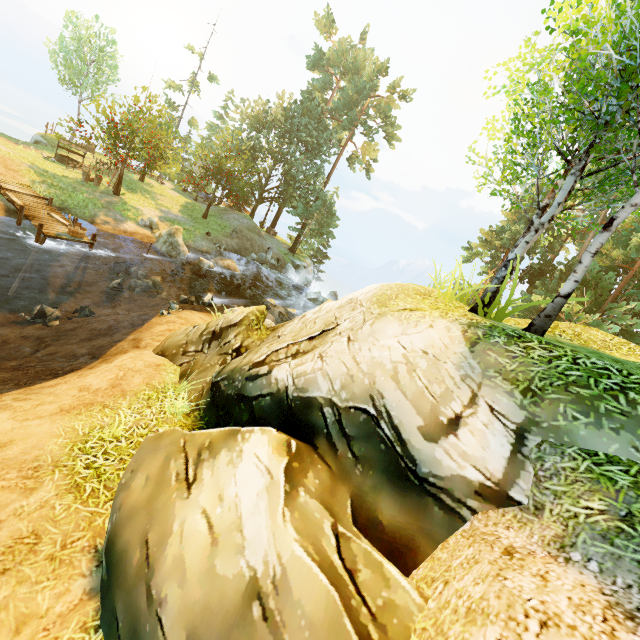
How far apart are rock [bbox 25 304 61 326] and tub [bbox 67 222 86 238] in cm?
324

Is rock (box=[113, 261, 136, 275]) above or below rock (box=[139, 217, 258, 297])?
below

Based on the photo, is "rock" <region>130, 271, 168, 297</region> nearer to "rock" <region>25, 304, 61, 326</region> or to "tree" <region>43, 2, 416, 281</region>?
"rock" <region>25, 304, 61, 326</region>

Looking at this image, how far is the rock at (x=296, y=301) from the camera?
20.4m

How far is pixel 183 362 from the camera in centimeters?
859cm

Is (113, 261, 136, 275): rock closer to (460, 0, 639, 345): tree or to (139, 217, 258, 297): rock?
(139, 217, 258, 297): rock

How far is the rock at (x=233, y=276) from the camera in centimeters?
1975cm

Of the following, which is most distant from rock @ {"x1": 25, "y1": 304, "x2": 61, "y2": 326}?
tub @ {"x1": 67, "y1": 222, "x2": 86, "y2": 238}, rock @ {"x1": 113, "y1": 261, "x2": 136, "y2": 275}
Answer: rock @ {"x1": 113, "y1": 261, "x2": 136, "y2": 275}
